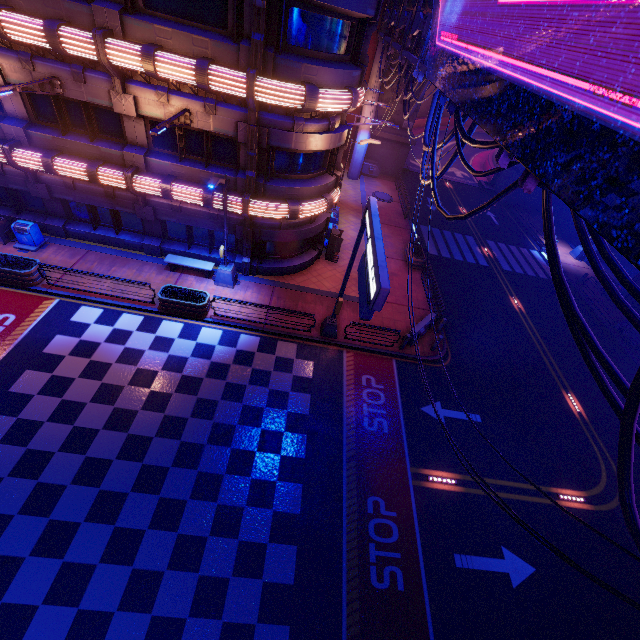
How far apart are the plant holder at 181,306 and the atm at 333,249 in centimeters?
827cm

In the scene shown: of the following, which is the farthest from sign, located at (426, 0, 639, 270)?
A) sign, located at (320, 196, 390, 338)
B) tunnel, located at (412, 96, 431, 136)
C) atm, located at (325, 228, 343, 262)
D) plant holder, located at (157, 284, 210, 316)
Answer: tunnel, located at (412, 96, 431, 136)

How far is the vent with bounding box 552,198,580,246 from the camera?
31.4 meters

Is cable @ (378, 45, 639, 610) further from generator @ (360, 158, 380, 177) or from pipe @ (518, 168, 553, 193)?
generator @ (360, 158, 380, 177)

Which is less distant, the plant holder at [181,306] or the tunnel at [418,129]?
the plant holder at [181,306]

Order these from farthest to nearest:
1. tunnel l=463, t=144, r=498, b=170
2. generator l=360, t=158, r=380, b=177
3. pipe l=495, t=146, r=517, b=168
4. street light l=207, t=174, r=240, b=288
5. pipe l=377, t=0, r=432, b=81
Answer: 1. tunnel l=463, t=144, r=498, b=170
2. generator l=360, t=158, r=380, b=177
3. street light l=207, t=174, r=240, b=288
4. pipe l=377, t=0, r=432, b=81
5. pipe l=495, t=146, r=517, b=168

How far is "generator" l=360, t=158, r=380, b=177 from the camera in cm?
3244

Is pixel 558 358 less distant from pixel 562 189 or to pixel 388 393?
pixel 388 393
